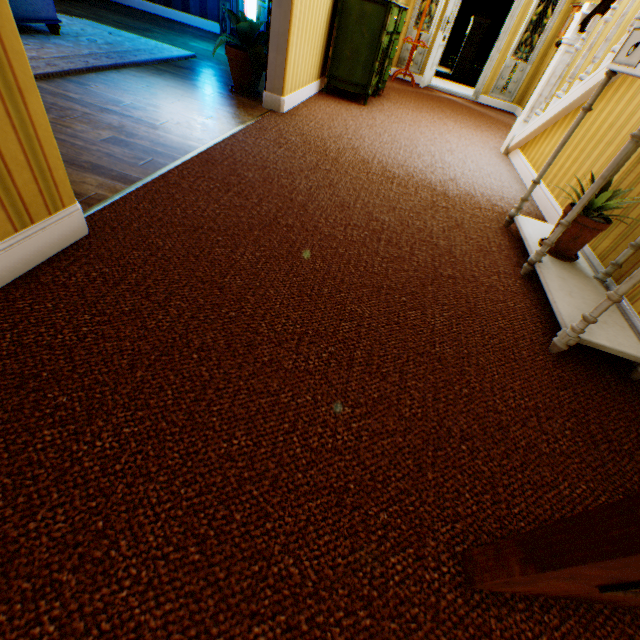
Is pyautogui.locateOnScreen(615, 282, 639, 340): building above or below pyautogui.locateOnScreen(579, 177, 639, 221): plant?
below

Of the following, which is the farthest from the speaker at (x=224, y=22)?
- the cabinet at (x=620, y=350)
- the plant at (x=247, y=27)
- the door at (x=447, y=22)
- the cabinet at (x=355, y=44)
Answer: the cabinet at (x=620, y=350)

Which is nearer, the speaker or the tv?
the tv

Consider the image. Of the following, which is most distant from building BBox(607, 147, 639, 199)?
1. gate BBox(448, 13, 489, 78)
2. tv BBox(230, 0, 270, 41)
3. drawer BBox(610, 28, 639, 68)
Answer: gate BBox(448, 13, 489, 78)

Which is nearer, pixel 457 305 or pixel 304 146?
pixel 457 305

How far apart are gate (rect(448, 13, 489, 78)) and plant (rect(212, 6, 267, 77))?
17.93m

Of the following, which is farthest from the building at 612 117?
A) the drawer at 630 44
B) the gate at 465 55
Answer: the gate at 465 55

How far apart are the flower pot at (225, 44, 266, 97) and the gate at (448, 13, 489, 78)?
18.1 meters
